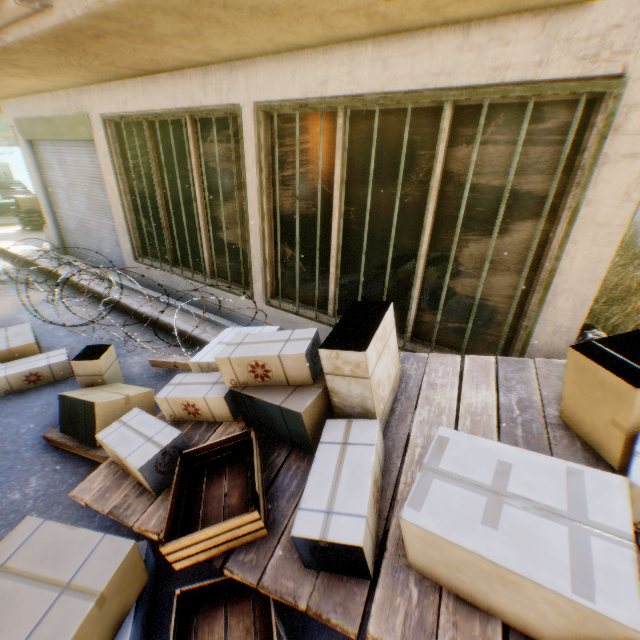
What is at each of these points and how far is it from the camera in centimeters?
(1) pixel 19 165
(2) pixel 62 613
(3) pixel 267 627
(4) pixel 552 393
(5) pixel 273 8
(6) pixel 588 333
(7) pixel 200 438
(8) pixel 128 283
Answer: (1) tent, 1609cm
(2) cardboard box, 154cm
(3) wooden box, 174cm
(4) cart, 218cm
(5) building, 220cm
(6) trash bag, 298cm
(7) cart, 260cm
(8) building, 657cm

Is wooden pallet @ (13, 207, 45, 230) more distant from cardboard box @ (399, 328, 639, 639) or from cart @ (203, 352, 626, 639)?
cart @ (203, 352, 626, 639)

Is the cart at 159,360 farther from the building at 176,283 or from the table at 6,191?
the table at 6,191

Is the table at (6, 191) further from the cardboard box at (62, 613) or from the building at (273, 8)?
the cardboard box at (62, 613)

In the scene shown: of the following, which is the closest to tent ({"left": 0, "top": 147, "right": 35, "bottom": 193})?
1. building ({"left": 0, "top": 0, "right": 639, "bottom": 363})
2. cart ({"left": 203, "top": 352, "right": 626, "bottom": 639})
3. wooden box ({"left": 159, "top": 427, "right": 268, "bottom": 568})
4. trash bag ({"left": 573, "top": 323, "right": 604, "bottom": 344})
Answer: building ({"left": 0, "top": 0, "right": 639, "bottom": 363})

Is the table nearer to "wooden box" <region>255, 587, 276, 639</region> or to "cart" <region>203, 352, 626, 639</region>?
"cart" <region>203, 352, 626, 639</region>

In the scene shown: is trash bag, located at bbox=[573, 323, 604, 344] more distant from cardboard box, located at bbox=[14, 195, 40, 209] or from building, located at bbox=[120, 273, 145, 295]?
cardboard box, located at bbox=[14, 195, 40, 209]

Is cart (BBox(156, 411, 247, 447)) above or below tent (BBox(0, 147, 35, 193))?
below
